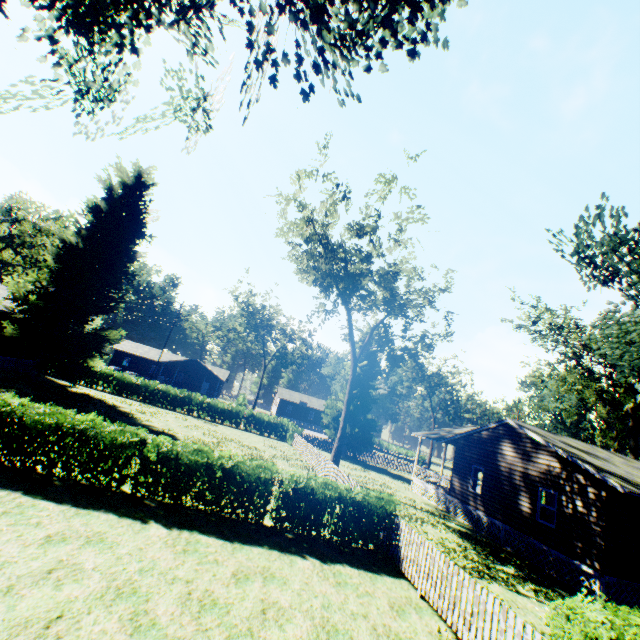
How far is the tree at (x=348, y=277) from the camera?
22.59m

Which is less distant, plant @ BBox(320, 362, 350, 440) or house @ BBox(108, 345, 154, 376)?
plant @ BBox(320, 362, 350, 440)

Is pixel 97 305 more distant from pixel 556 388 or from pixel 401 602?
pixel 556 388

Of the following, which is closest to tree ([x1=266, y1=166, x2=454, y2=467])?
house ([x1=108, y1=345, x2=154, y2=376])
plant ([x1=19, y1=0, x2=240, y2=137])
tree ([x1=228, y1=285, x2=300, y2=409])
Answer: plant ([x1=19, y1=0, x2=240, y2=137])

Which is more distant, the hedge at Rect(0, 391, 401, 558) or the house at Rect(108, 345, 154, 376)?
the house at Rect(108, 345, 154, 376)

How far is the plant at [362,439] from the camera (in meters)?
35.12

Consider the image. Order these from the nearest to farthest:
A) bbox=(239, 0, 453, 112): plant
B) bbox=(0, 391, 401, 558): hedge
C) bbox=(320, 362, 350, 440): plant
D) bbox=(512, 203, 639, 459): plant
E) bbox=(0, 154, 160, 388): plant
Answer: bbox=(239, 0, 453, 112): plant
bbox=(0, 391, 401, 558): hedge
bbox=(512, 203, 639, 459): plant
bbox=(0, 154, 160, 388): plant
bbox=(320, 362, 350, 440): plant

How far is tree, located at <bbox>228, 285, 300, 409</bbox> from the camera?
51.64m
